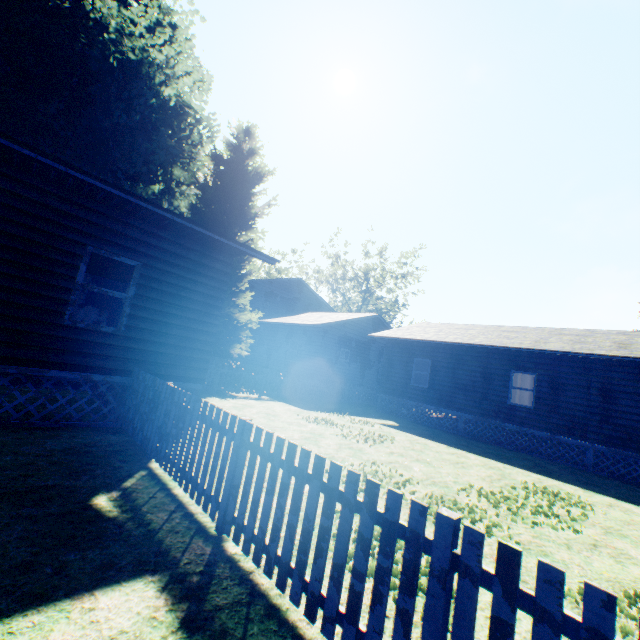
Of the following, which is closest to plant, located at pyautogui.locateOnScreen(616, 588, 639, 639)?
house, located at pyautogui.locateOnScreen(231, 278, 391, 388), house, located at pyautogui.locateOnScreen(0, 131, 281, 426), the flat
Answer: house, located at pyautogui.locateOnScreen(0, 131, 281, 426)

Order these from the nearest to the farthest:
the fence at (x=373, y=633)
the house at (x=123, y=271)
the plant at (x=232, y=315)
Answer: the fence at (x=373, y=633) → the house at (x=123, y=271) → the plant at (x=232, y=315)

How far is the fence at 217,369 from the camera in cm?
1455

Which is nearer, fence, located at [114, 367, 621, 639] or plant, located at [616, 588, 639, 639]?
fence, located at [114, 367, 621, 639]

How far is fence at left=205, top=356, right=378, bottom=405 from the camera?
14.5 meters

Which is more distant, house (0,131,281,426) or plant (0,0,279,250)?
plant (0,0,279,250)

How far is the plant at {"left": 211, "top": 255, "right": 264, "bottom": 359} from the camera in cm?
1680

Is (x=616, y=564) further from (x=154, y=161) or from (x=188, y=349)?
(x=154, y=161)
